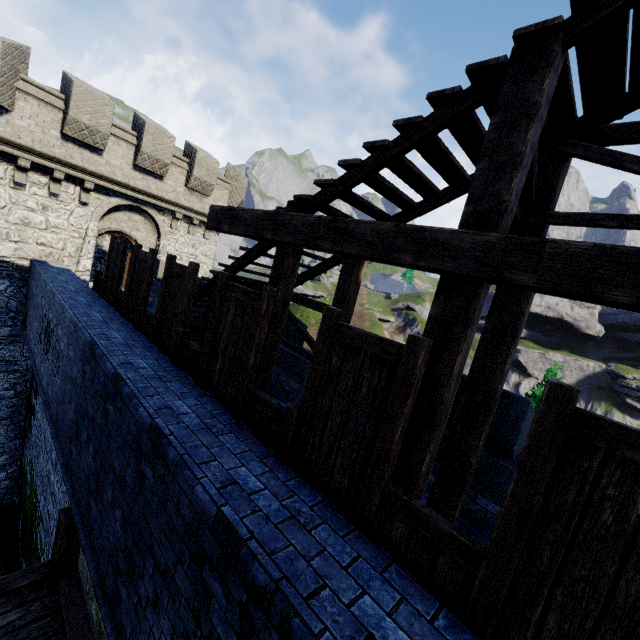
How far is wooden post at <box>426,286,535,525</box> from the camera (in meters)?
3.80

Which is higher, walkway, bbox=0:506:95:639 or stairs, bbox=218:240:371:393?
stairs, bbox=218:240:371:393

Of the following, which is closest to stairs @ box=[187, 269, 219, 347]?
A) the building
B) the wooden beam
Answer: the wooden beam

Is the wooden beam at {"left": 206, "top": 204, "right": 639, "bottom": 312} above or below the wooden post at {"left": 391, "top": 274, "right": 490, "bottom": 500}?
above

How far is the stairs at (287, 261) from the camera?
4.7 meters

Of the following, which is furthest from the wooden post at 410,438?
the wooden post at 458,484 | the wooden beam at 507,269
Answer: the wooden post at 458,484

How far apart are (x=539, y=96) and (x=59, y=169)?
15.44m

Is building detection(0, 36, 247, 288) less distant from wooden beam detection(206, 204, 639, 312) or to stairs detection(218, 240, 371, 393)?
stairs detection(218, 240, 371, 393)
